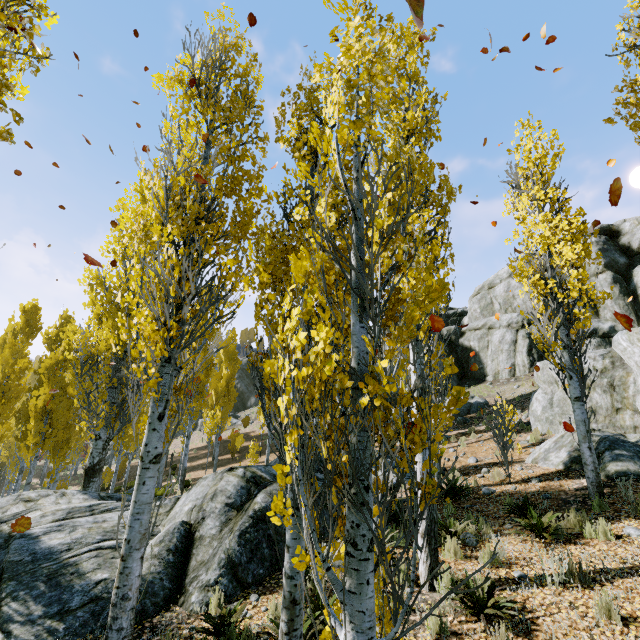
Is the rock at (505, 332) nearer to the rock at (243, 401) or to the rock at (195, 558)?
the rock at (243, 401)

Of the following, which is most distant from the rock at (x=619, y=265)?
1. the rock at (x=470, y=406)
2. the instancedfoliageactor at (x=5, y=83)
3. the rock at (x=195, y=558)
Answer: the rock at (x=195, y=558)

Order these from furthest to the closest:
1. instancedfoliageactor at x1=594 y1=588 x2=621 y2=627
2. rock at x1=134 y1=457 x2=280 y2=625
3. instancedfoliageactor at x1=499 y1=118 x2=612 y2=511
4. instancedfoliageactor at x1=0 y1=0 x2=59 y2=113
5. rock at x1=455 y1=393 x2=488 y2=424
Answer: rock at x1=455 y1=393 x2=488 y2=424 → instancedfoliageactor at x1=499 y1=118 x2=612 y2=511 → rock at x1=134 y1=457 x2=280 y2=625 → instancedfoliageactor at x1=594 y1=588 x2=621 y2=627 → instancedfoliageactor at x1=0 y1=0 x2=59 y2=113

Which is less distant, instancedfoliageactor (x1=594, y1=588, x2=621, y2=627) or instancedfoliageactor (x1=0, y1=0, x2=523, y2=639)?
instancedfoliageactor (x1=0, y1=0, x2=523, y2=639)

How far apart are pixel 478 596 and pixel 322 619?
2.2 meters

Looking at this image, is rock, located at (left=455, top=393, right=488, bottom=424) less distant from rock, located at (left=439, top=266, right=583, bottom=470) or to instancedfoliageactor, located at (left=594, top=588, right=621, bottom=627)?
rock, located at (left=439, top=266, right=583, bottom=470)

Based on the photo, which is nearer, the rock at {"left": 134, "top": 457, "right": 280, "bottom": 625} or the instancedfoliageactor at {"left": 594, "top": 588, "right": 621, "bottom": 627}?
the instancedfoliageactor at {"left": 594, "top": 588, "right": 621, "bottom": 627}

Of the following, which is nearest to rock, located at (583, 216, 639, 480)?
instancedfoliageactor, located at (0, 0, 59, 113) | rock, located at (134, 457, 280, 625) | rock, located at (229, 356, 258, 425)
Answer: instancedfoliageactor, located at (0, 0, 59, 113)
